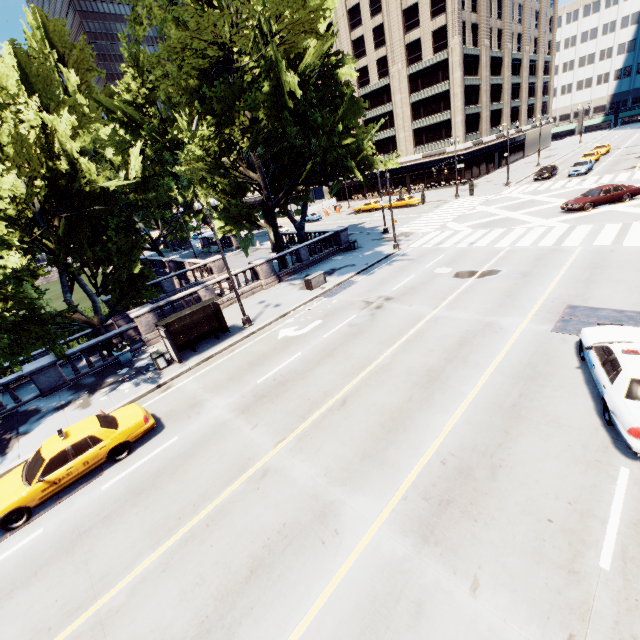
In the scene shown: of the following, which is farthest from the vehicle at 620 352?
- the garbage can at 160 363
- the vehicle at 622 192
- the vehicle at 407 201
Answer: the vehicle at 407 201

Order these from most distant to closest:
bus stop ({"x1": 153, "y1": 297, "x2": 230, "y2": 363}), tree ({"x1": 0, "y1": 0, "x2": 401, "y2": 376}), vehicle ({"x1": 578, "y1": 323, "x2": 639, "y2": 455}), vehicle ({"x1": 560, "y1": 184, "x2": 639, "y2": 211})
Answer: vehicle ({"x1": 560, "y1": 184, "x2": 639, "y2": 211}), bus stop ({"x1": 153, "y1": 297, "x2": 230, "y2": 363}), tree ({"x1": 0, "y1": 0, "x2": 401, "y2": 376}), vehicle ({"x1": 578, "y1": 323, "x2": 639, "y2": 455})

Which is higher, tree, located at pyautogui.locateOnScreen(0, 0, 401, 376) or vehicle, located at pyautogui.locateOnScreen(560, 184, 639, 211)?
tree, located at pyautogui.locateOnScreen(0, 0, 401, 376)

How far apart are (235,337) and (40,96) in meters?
15.7 m

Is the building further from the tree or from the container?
the container

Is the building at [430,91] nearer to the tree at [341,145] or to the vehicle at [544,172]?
the tree at [341,145]

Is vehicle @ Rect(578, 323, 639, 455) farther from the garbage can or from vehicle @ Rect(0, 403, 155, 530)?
the garbage can

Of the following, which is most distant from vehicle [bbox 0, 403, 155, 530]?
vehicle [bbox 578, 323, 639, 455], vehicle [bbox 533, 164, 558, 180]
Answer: vehicle [bbox 533, 164, 558, 180]
